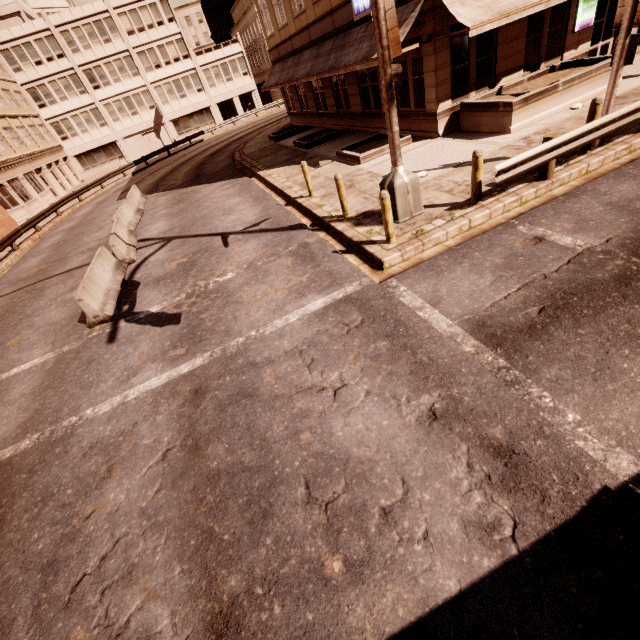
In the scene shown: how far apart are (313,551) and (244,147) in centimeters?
2912cm

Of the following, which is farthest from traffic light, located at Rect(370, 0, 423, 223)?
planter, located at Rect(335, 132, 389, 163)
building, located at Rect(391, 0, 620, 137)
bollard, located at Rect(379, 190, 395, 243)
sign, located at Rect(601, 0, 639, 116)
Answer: building, located at Rect(391, 0, 620, 137)

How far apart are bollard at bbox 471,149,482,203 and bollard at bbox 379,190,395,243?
2.2m

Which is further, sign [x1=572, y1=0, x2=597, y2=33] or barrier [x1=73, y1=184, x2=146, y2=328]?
sign [x1=572, y1=0, x2=597, y2=33]

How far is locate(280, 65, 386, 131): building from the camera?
16.2m

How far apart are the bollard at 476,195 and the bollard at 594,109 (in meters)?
3.24

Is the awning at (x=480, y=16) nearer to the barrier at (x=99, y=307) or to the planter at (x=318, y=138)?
the planter at (x=318, y=138)

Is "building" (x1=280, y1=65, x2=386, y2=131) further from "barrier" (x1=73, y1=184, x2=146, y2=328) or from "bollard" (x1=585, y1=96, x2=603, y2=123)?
"barrier" (x1=73, y1=184, x2=146, y2=328)
